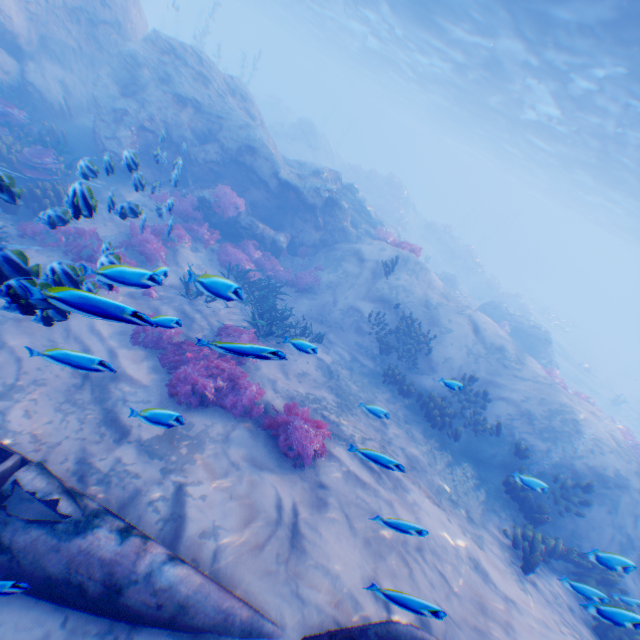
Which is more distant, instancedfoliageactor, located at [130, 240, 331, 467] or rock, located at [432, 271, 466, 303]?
rock, located at [432, 271, 466, 303]

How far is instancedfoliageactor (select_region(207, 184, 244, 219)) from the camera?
12.6 meters

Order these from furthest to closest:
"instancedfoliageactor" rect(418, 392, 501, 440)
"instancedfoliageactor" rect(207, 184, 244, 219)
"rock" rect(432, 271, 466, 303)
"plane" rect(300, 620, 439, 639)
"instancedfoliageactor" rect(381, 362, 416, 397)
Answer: "rock" rect(432, 271, 466, 303), "instancedfoliageactor" rect(207, 184, 244, 219), "instancedfoliageactor" rect(381, 362, 416, 397), "instancedfoliageactor" rect(418, 392, 501, 440), "plane" rect(300, 620, 439, 639)

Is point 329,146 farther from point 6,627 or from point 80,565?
point 6,627

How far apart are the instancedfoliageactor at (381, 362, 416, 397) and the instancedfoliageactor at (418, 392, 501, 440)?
1.2 meters

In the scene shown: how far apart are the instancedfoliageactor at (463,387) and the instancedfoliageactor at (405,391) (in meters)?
1.21

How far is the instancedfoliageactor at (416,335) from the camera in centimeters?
1202cm

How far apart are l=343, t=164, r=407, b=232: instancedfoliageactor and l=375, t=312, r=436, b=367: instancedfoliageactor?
22.62m
